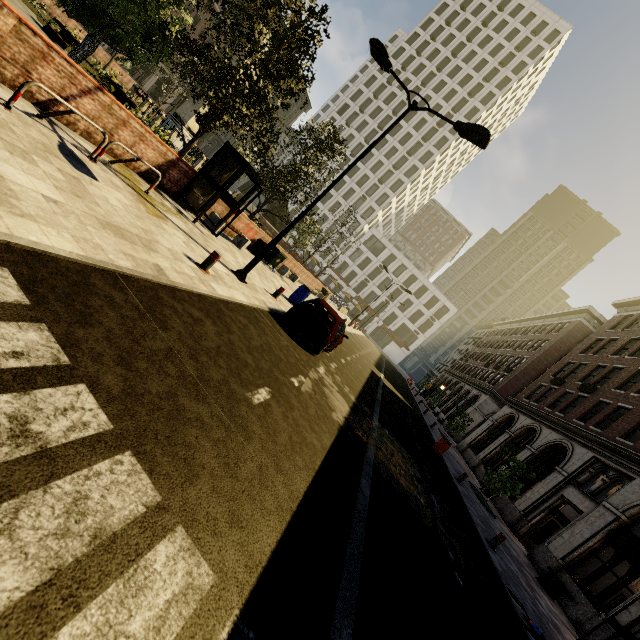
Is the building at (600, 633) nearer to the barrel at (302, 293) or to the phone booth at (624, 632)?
the phone booth at (624, 632)

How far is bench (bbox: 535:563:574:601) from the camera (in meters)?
11.86

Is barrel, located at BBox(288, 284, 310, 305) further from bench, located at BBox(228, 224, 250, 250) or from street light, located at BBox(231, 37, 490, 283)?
street light, located at BBox(231, 37, 490, 283)

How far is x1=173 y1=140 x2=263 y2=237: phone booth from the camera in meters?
10.7 m

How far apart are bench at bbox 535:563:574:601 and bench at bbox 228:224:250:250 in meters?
18.3 m

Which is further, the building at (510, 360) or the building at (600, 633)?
the building at (510, 360)

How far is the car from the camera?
10.38m

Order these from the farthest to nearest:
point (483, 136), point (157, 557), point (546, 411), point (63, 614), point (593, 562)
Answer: point (593, 562)
point (546, 411)
point (483, 136)
point (157, 557)
point (63, 614)
